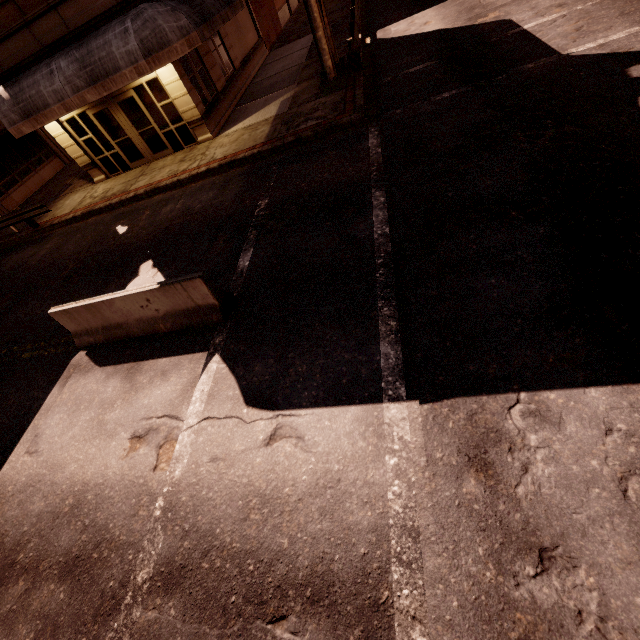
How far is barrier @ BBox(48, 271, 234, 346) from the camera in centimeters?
602cm

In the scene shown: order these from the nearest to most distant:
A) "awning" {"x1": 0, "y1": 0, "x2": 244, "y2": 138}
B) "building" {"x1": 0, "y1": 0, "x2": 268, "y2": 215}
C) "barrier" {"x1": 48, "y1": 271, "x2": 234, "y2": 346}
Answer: "barrier" {"x1": 48, "y1": 271, "x2": 234, "y2": 346} < "awning" {"x1": 0, "y1": 0, "x2": 244, "y2": 138} < "building" {"x1": 0, "y1": 0, "x2": 268, "y2": 215}

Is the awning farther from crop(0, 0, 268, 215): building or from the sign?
the sign

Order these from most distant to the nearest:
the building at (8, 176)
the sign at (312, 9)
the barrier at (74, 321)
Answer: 1. the building at (8, 176)
2. the sign at (312, 9)
3. the barrier at (74, 321)

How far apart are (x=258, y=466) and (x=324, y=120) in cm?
1098

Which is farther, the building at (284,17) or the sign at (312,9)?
the building at (284,17)

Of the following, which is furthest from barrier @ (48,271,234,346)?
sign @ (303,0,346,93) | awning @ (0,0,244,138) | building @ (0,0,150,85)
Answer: sign @ (303,0,346,93)
